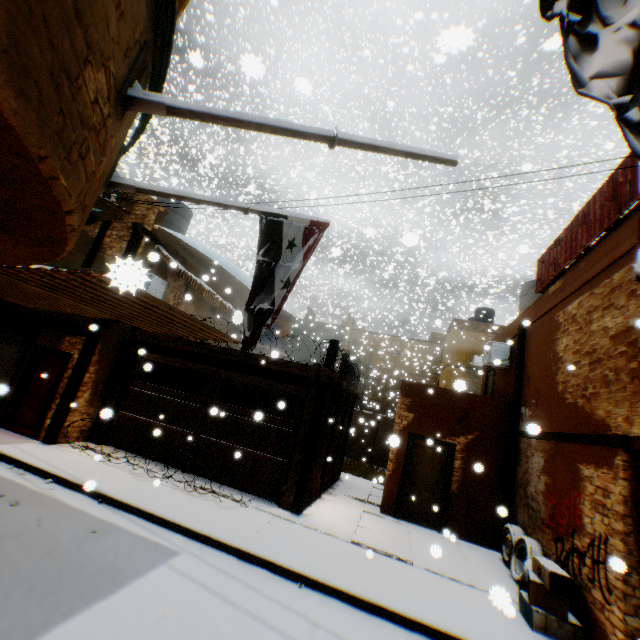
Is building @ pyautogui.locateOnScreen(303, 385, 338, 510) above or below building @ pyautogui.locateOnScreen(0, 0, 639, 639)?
below

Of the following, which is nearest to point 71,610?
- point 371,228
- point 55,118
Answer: point 55,118

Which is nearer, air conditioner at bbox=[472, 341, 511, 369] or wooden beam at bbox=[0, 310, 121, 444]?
wooden beam at bbox=[0, 310, 121, 444]

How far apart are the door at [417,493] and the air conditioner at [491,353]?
2.38m

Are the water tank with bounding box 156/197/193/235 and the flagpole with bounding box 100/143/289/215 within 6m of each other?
no

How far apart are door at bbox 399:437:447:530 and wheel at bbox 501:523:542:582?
0.09m

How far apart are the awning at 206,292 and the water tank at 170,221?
2.2m

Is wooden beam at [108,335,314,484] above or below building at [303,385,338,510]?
above
